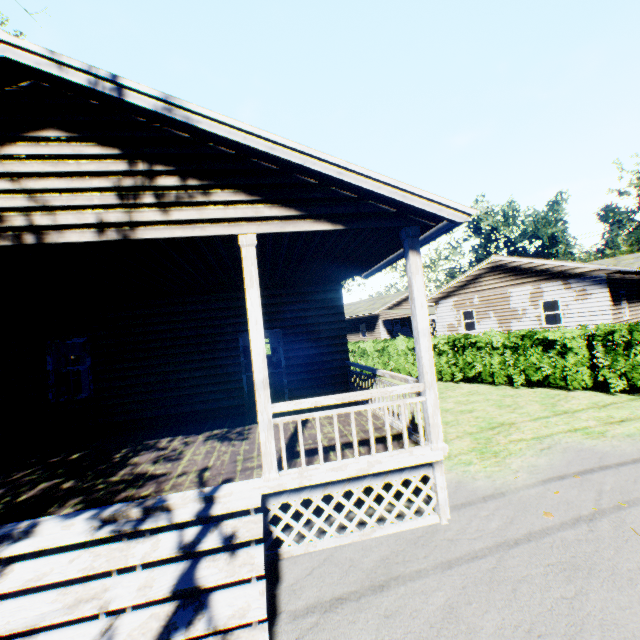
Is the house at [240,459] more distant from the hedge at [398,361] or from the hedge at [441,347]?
the hedge at [441,347]

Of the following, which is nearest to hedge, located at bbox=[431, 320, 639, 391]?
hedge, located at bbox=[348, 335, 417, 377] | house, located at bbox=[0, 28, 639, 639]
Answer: hedge, located at bbox=[348, 335, 417, 377]

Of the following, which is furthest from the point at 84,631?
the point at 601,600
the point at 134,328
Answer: the point at 134,328

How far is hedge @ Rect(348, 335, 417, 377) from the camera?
17.1m

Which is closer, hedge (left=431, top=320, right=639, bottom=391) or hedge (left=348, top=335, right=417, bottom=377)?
hedge (left=431, top=320, right=639, bottom=391)

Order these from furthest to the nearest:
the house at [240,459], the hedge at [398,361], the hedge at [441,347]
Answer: the hedge at [398,361]
the hedge at [441,347]
the house at [240,459]

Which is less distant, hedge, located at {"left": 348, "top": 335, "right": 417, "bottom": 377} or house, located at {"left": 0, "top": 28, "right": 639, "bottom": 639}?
house, located at {"left": 0, "top": 28, "right": 639, "bottom": 639}
